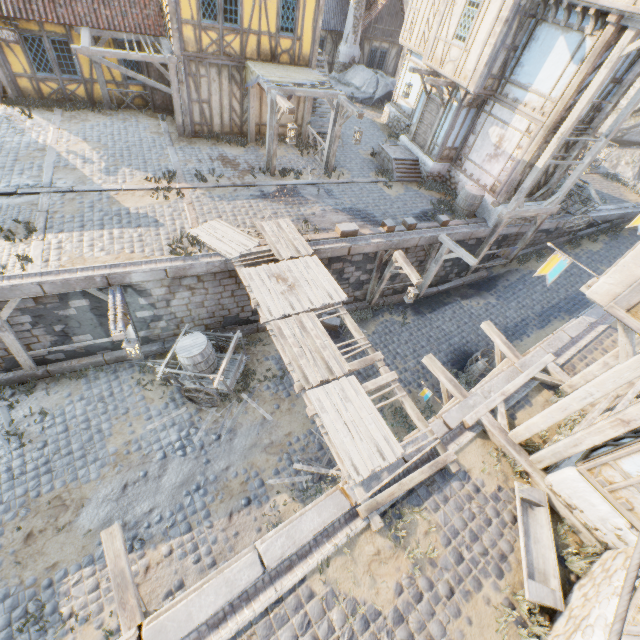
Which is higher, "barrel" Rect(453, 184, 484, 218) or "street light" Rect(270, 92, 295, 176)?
"street light" Rect(270, 92, 295, 176)

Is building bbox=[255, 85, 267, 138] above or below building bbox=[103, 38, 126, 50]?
below

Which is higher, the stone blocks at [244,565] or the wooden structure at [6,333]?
the stone blocks at [244,565]

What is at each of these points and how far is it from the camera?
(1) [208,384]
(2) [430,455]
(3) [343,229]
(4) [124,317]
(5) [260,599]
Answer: (1) wagon, 9.6m
(2) stone gutter, 6.8m
(3) stone blocks, 11.2m
(4) fabric, 8.1m
(5) stone gutter, 4.9m

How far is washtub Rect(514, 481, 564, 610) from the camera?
5.4 meters

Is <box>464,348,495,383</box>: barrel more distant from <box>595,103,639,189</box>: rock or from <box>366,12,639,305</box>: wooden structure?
<box>595,103,639,189</box>: rock

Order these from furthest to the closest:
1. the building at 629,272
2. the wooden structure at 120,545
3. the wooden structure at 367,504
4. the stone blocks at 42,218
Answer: the stone blocks at 42,218
the wooden structure at 367,504
the wooden structure at 120,545
the building at 629,272

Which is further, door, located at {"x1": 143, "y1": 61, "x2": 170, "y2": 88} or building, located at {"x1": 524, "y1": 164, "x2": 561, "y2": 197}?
door, located at {"x1": 143, "y1": 61, "x2": 170, "y2": 88}
